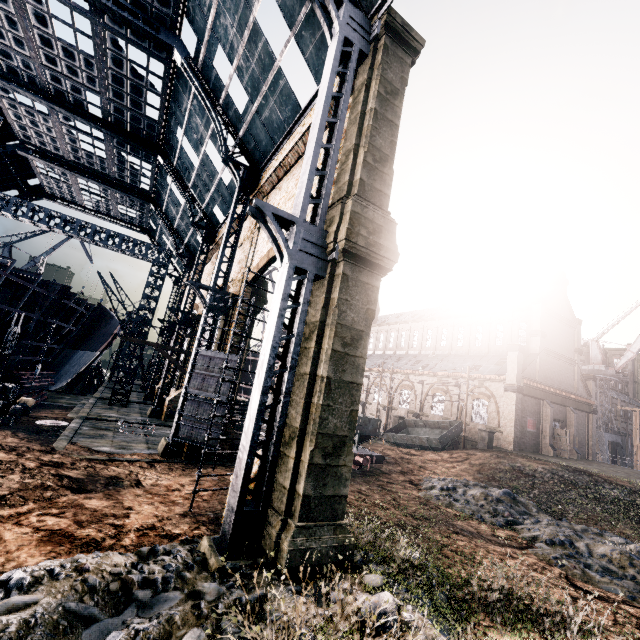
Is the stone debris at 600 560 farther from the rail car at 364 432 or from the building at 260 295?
the building at 260 295

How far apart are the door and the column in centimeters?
1262cm

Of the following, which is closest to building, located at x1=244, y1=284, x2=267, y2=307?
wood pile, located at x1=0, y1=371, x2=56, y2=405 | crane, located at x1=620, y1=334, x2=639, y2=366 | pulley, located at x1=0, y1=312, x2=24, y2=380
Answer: crane, located at x1=620, y1=334, x2=639, y2=366

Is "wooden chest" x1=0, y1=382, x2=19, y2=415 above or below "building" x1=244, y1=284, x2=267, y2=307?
below

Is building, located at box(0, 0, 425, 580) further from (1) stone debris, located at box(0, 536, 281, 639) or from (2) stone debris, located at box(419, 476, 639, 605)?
(2) stone debris, located at box(419, 476, 639, 605)

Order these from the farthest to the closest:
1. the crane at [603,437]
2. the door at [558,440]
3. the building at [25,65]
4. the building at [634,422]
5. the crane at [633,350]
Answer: A: the crane at [633,350], the building at [634,422], the crane at [603,437], the door at [558,440], the building at [25,65]

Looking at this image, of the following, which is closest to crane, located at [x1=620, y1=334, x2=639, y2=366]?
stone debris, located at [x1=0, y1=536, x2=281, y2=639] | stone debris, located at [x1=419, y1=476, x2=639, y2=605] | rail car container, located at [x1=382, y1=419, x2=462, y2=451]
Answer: rail car container, located at [x1=382, y1=419, x2=462, y2=451]

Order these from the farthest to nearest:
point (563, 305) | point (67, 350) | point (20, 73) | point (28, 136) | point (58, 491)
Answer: point (563, 305) < point (28, 136) < point (67, 350) < point (20, 73) < point (58, 491)
